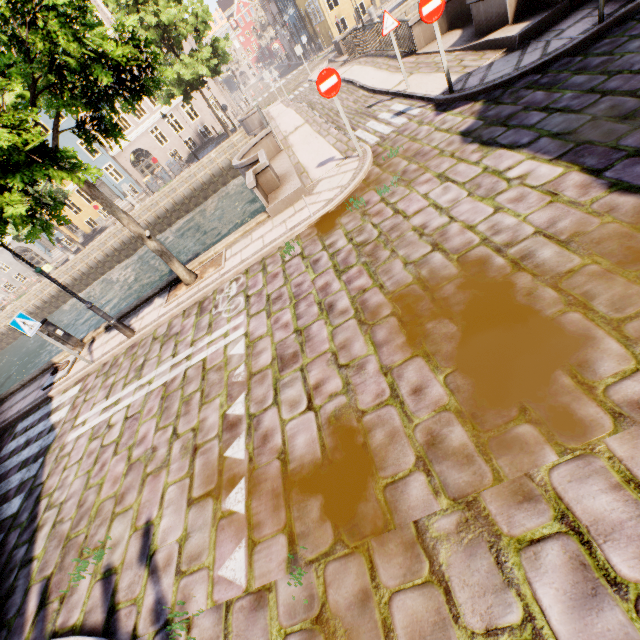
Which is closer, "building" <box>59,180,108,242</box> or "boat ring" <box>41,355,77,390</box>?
"boat ring" <box>41,355,77,390</box>

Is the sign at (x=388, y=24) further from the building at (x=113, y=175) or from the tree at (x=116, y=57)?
the building at (x=113, y=175)

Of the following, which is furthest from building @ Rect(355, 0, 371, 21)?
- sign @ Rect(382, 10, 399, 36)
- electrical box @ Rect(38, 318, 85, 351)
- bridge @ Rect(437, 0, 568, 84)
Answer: electrical box @ Rect(38, 318, 85, 351)

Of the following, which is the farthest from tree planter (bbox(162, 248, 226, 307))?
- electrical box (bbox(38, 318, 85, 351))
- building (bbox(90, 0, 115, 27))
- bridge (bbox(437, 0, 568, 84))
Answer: building (bbox(90, 0, 115, 27))

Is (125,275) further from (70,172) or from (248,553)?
(248,553)

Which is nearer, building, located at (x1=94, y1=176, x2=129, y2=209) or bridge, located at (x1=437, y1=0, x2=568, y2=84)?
bridge, located at (x1=437, y1=0, x2=568, y2=84)

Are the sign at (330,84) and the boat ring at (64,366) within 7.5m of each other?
no

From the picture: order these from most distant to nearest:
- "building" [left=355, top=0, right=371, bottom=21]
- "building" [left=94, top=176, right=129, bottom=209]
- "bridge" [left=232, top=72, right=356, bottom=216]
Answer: "building" [left=94, top=176, right=129, bottom=209] < "building" [left=355, top=0, right=371, bottom=21] < "bridge" [left=232, top=72, right=356, bottom=216]
